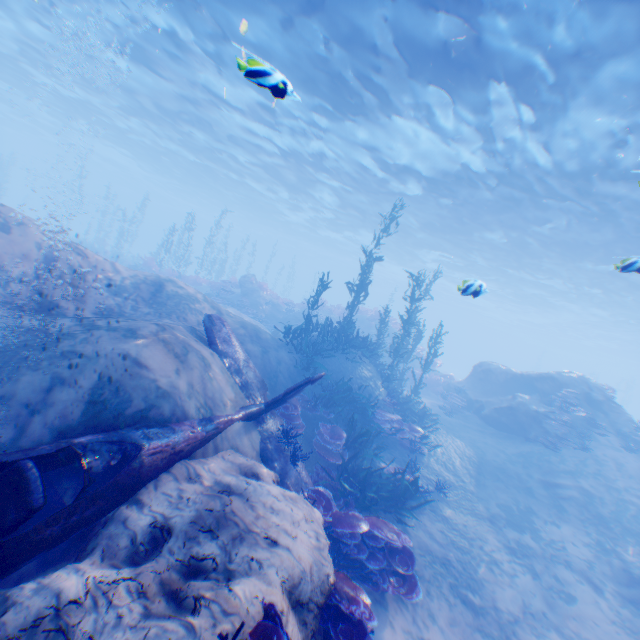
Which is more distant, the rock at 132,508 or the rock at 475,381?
the rock at 475,381

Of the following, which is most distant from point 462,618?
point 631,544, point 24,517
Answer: point 24,517

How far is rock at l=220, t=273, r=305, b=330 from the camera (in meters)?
22.73

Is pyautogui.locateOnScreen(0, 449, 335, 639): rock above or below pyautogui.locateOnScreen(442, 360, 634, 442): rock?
below

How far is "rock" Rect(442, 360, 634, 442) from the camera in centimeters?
1437cm

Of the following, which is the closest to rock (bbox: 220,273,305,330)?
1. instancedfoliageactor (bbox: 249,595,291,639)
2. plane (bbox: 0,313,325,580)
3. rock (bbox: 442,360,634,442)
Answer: rock (bbox: 442,360,634,442)

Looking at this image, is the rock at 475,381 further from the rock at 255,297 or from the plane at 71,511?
the rock at 255,297

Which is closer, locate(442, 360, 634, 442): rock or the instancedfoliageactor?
the instancedfoliageactor
